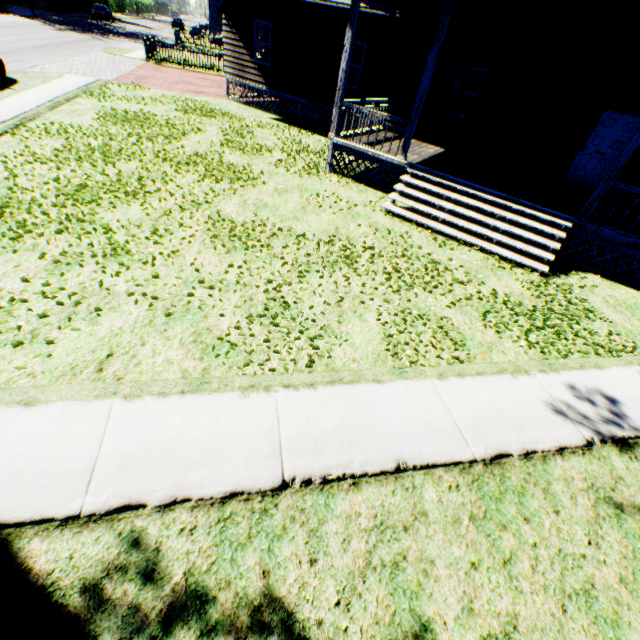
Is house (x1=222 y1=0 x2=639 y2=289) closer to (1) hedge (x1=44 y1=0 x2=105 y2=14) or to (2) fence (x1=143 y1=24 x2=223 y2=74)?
(2) fence (x1=143 y1=24 x2=223 y2=74)

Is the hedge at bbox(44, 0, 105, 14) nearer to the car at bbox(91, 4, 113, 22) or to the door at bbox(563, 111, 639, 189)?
the car at bbox(91, 4, 113, 22)

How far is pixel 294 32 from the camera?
14.27m

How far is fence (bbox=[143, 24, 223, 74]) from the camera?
23.02m

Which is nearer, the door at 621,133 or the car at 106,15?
the door at 621,133

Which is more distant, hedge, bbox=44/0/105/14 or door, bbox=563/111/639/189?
hedge, bbox=44/0/105/14

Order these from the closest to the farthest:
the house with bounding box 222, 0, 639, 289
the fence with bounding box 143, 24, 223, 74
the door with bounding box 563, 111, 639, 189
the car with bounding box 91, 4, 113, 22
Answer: the house with bounding box 222, 0, 639, 289, the door with bounding box 563, 111, 639, 189, the fence with bounding box 143, 24, 223, 74, the car with bounding box 91, 4, 113, 22

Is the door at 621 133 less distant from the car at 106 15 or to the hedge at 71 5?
the car at 106 15
